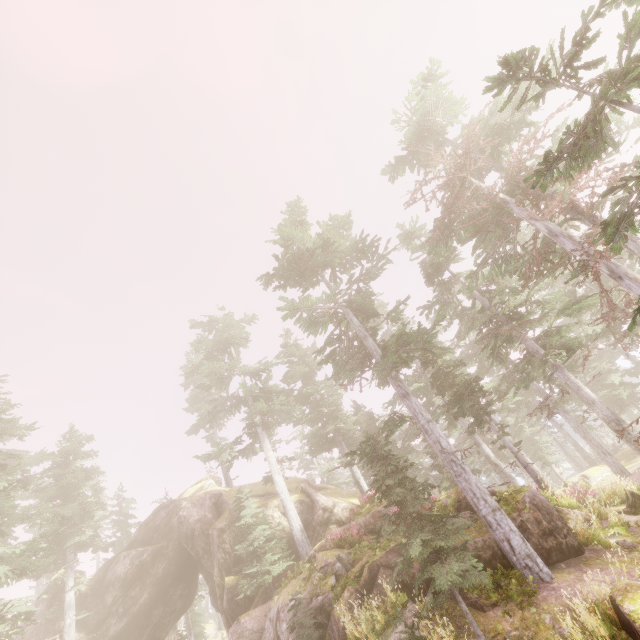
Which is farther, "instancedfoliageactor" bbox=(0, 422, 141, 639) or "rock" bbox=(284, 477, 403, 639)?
"instancedfoliageactor" bbox=(0, 422, 141, 639)

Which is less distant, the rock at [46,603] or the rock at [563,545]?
the rock at [563,545]

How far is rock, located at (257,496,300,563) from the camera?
22.70m

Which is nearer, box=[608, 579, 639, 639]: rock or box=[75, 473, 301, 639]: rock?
box=[608, 579, 639, 639]: rock

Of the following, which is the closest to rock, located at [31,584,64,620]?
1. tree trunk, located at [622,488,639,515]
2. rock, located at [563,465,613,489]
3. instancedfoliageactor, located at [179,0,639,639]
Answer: instancedfoliageactor, located at [179,0,639,639]

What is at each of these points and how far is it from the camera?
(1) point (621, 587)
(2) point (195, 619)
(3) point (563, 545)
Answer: (1) rock, 7.5 meters
(2) instancedfoliageactor, 38.6 meters
(3) rock, 11.5 meters

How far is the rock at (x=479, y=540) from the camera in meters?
11.2
